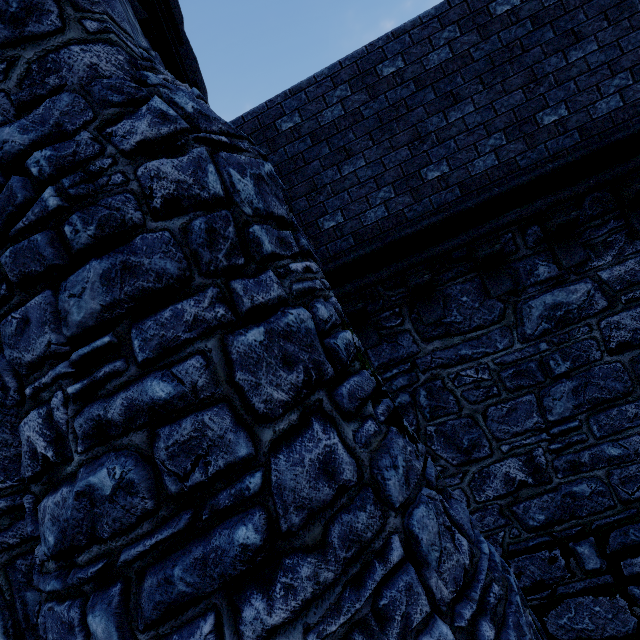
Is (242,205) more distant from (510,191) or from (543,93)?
(543,93)

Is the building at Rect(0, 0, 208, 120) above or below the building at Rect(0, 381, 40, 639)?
above

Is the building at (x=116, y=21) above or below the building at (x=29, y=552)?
above
